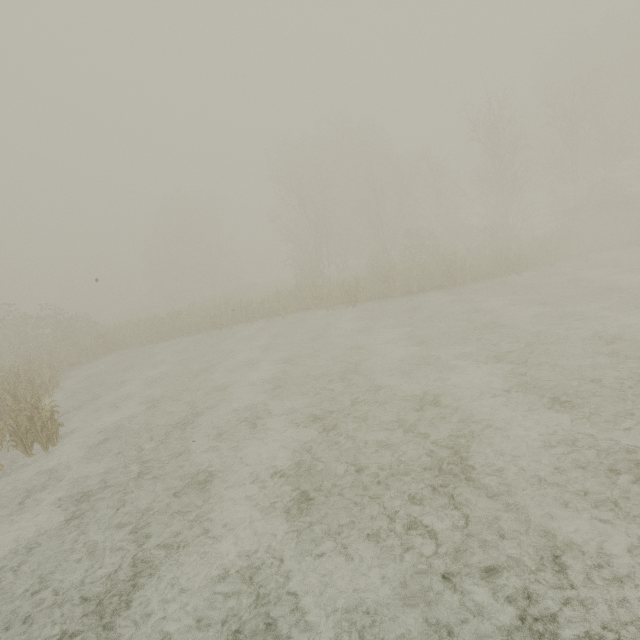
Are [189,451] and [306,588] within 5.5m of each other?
yes
